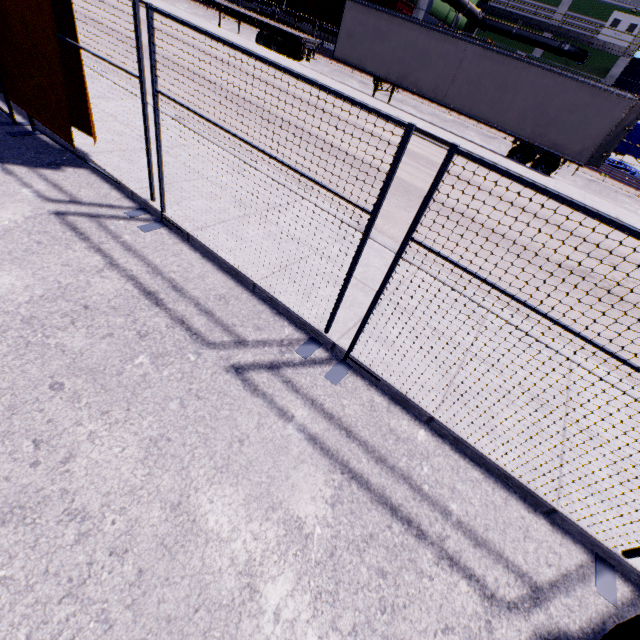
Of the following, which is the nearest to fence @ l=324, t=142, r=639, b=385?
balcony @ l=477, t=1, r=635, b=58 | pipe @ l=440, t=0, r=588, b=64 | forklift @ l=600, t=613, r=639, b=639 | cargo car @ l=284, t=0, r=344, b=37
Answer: forklift @ l=600, t=613, r=639, b=639

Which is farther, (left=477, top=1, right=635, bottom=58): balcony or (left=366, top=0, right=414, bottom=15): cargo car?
(left=477, top=1, right=635, bottom=58): balcony

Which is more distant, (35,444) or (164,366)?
(164,366)

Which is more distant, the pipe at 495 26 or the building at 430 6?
the pipe at 495 26

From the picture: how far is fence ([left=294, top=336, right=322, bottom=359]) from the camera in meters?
3.5

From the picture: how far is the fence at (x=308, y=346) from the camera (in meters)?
3.48

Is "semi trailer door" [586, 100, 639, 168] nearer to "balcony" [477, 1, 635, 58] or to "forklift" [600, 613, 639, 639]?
"forklift" [600, 613, 639, 639]

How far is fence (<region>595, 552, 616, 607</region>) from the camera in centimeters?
256cm
